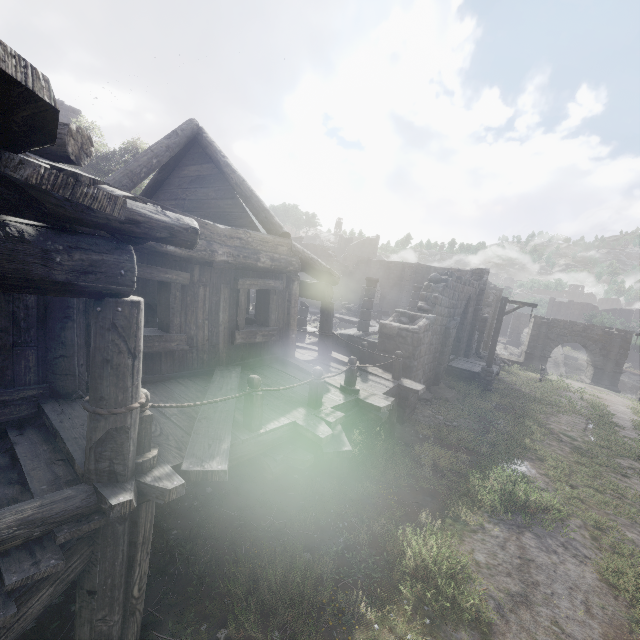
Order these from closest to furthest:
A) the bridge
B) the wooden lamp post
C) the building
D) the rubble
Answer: the building < the wooden lamp post < the rubble < the bridge

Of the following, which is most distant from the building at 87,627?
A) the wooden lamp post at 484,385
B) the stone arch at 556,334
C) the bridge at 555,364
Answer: the bridge at 555,364

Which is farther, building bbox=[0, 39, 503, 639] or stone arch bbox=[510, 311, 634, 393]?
stone arch bbox=[510, 311, 634, 393]

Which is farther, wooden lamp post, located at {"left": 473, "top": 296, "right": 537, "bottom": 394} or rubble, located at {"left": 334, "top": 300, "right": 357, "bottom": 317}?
rubble, located at {"left": 334, "top": 300, "right": 357, "bottom": 317}

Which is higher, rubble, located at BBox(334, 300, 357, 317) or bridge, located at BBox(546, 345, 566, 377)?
rubble, located at BBox(334, 300, 357, 317)

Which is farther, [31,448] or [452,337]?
[452,337]

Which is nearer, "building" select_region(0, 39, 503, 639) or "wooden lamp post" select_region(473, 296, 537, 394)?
"building" select_region(0, 39, 503, 639)

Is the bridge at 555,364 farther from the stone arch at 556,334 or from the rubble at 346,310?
the rubble at 346,310
